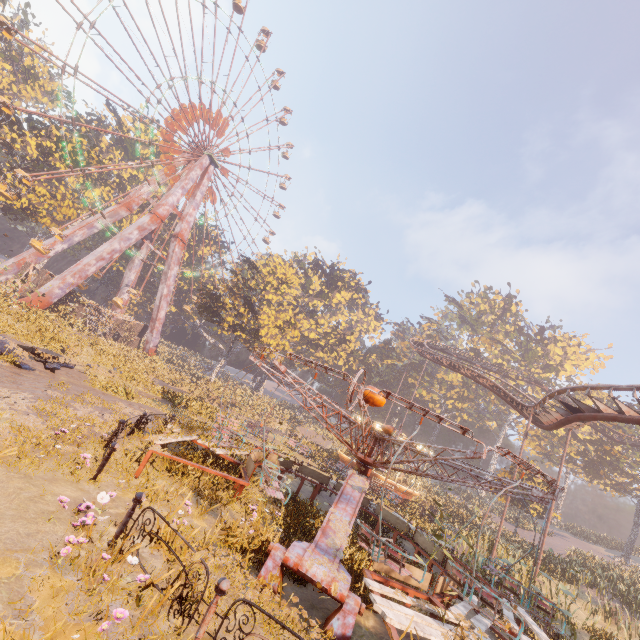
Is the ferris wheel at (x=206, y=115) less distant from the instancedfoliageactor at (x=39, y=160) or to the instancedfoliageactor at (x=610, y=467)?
the instancedfoliageactor at (x=39, y=160)

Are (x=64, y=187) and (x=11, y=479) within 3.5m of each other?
no

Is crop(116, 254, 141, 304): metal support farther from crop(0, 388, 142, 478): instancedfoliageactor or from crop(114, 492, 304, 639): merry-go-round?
crop(114, 492, 304, 639): merry-go-round

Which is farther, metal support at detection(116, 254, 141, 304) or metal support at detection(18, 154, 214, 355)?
metal support at detection(116, 254, 141, 304)

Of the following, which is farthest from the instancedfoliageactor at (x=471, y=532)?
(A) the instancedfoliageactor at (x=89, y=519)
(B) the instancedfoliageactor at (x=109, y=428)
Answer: (A) the instancedfoliageactor at (x=89, y=519)

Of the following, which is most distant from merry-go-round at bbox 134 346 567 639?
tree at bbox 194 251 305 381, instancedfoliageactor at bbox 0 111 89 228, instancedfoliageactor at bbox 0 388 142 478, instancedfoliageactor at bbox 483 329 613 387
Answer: instancedfoliageactor at bbox 483 329 613 387

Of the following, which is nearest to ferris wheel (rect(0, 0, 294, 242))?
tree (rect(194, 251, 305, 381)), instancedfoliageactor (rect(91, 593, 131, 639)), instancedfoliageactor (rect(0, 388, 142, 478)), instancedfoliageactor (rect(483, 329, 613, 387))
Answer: tree (rect(194, 251, 305, 381))

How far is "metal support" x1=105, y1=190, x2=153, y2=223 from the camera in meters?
38.9
